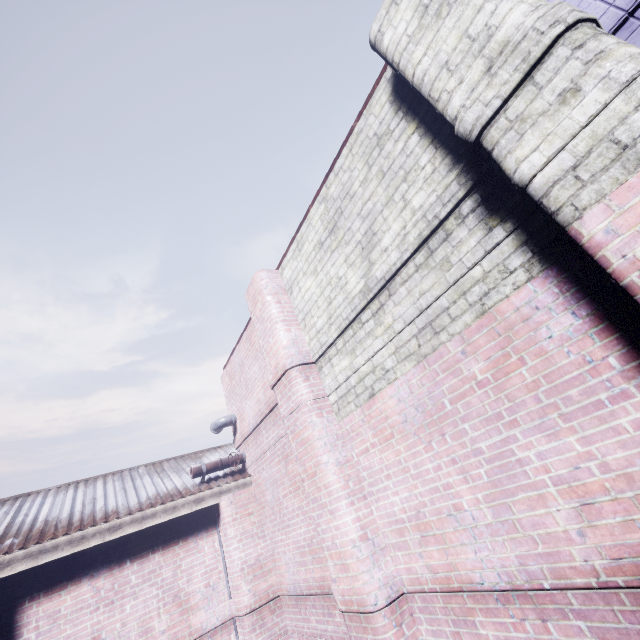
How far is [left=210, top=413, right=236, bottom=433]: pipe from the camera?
5.71m

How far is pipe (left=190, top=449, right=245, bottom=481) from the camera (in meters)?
5.08

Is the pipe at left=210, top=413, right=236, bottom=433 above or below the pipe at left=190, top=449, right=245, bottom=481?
above

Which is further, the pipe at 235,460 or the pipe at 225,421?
the pipe at 225,421

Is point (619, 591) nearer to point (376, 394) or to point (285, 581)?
point (376, 394)

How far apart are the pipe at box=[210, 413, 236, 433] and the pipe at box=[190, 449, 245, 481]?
0.5 meters

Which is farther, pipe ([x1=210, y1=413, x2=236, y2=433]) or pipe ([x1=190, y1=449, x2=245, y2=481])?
pipe ([x1=210, y1=413, x2=236, y2=433])

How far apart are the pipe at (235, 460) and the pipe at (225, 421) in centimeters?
54cm
